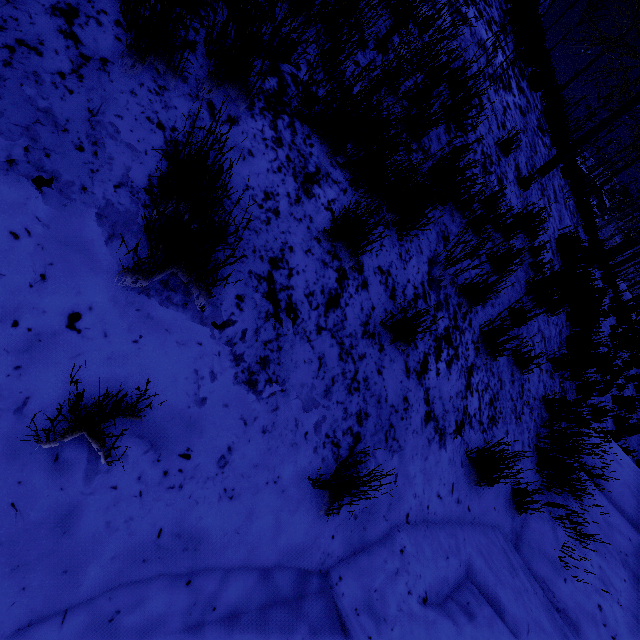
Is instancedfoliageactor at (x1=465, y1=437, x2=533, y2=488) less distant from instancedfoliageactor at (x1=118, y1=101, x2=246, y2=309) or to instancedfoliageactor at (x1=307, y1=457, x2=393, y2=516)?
instancedfoliageactor at (x1=307, y1=457, x2=393, y2=516)

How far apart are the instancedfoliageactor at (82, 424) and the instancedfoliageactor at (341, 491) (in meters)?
0.90

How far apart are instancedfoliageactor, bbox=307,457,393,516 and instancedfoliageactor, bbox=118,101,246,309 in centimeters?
103cm

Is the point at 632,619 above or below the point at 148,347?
below

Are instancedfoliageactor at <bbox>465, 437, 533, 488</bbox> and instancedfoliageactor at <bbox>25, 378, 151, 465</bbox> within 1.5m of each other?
no

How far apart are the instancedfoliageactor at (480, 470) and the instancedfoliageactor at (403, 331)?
1.2m

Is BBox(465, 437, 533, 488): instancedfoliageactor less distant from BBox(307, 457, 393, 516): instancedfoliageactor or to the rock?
the rock

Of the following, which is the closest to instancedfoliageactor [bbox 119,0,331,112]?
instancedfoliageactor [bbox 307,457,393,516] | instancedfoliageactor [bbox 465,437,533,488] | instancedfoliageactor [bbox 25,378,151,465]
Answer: instancedfoliageactor [bbox 25,378,151,465]
